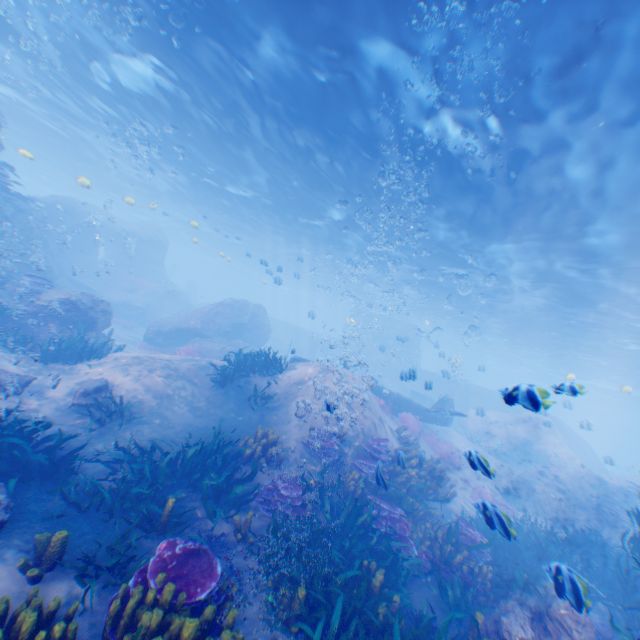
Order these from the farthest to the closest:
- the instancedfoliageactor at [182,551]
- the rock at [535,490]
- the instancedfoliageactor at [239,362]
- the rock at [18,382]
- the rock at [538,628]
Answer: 1. the rock at [535,490]
2. the instancedfoliageactor at [239,362]
3. the rock at [18,382]
4. the rock at [538,628]
5. the instancedfoliageactor at [182,551]

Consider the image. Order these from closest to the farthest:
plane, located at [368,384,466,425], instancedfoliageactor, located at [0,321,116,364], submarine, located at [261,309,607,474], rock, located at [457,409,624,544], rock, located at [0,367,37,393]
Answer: rock, located at [0,367,37,393], instancedfoliageactor, located at [0,321,116,364], rock, located at [457,409,624,544], plane, located at [368,384,466,425], submarine, located at [261,309,607,474]

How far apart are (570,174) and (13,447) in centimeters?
1682cm

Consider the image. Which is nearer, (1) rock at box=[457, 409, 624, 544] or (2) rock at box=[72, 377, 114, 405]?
(2) rock at box=[72, 377, 114, 405]

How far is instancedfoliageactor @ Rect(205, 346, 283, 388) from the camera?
11.40m

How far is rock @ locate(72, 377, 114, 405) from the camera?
8.7m

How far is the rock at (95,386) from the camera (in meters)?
8.69

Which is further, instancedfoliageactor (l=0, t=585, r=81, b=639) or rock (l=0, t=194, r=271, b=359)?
rock (l=0, t=194, r=271, b=359)
